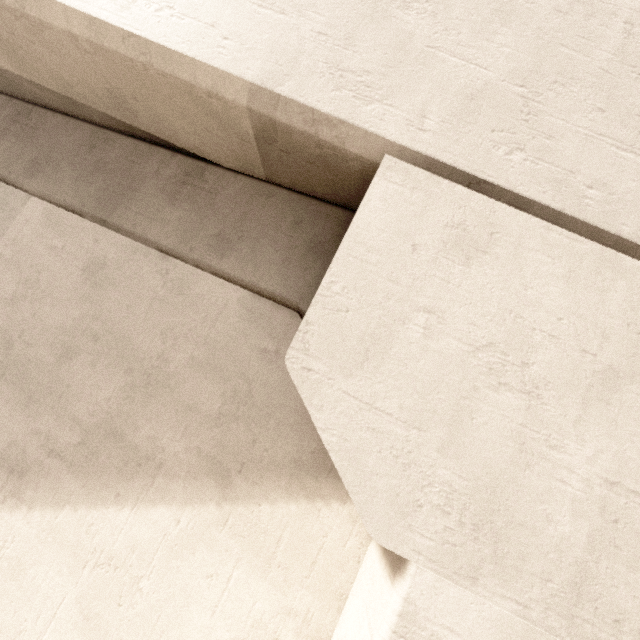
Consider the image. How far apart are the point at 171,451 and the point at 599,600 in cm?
271
